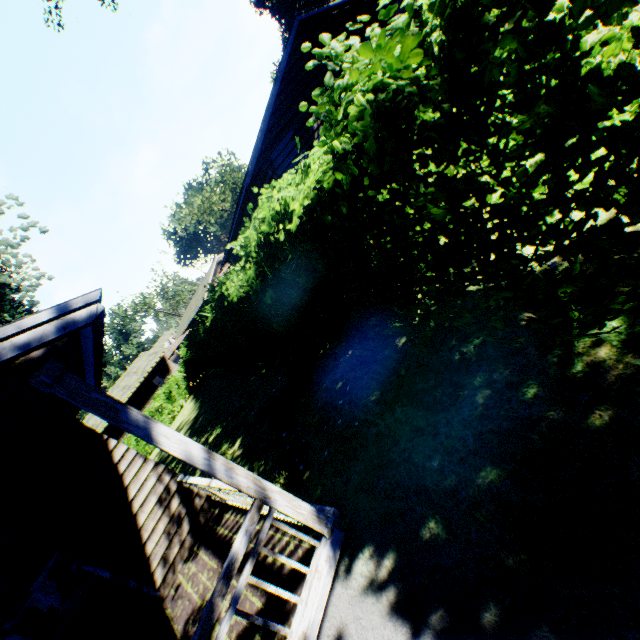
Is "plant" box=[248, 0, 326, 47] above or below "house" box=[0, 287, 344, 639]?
above

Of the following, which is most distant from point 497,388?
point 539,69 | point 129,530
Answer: point 129,530

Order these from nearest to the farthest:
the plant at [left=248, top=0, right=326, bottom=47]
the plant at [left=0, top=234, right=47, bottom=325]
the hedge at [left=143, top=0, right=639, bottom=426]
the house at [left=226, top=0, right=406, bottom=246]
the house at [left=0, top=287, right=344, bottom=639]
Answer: the hedge at [left=143, top=0, right=639, bottom=426]
the house at [left=0, top=287, right=344, bottom=639]
the house at [left=226, top=0, right=406, bottom=246]
the plant at [left=0, top=234, right=47, bottom=325]
the plant at [left=248, top=0, right=326, bottom=47]

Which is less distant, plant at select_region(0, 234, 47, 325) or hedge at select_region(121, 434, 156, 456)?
plant at select_region(0, 234, 47, 325)

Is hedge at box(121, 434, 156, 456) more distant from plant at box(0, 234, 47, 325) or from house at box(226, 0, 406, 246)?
plant at box(0, 234, 47, 325)

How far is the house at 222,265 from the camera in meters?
26.7

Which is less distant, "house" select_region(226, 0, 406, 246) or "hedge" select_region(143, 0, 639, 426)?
"hedge" select_region(143, 0, 639, 426)

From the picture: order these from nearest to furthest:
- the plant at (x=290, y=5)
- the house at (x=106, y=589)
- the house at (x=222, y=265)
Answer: the house at (x=106, y=589)
the house at (x=222, y=265)
the plant at (x=290, y=5)
